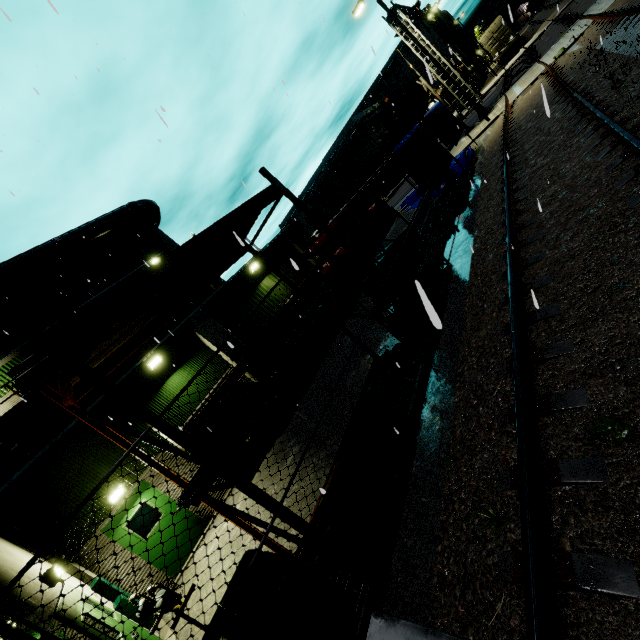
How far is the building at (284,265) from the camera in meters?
16.7 m

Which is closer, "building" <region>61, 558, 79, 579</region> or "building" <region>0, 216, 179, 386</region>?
"building" <region>61, 558, 79, 579</region>

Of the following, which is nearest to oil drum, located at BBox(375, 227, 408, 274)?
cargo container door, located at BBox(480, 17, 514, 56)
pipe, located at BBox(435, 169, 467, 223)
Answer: pipe, located at BBox(435, 169, 467, 223)

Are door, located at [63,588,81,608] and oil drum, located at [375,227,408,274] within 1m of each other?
no

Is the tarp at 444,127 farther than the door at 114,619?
Yes

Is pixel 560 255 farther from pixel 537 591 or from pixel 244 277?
pixel 244 277

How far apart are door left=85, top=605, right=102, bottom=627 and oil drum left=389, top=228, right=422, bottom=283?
7.28m

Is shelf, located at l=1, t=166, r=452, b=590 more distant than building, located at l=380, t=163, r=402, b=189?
No
